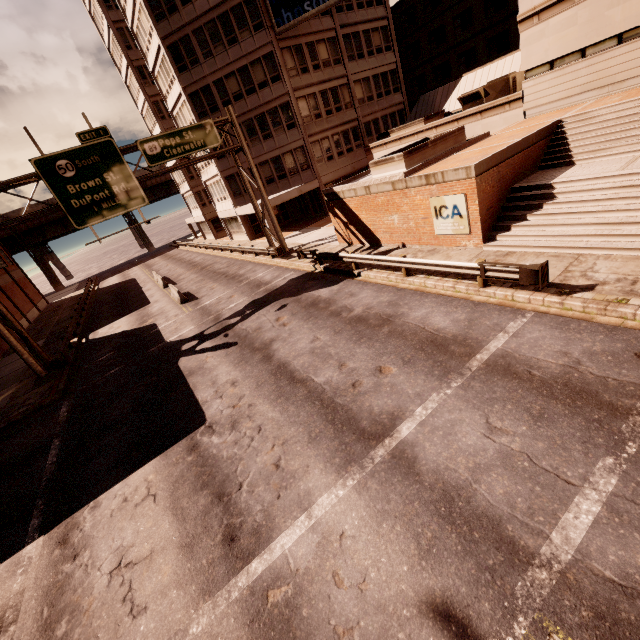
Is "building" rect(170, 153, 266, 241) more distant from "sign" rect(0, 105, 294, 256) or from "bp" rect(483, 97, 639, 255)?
"bp" rect(483, 97, 639, 255)

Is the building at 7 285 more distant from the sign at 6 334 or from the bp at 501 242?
the bp at 501 242

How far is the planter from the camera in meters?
16.0

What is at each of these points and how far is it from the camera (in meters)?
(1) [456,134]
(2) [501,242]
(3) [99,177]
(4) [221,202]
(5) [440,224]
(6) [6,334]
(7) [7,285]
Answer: (1) planter, 17.38
(2) bp, 13.16
(3) sign, 17.86
(4) building, 37.88
(5) sign, 14.70
(6) sign, 17.06
(7) building, 39.12

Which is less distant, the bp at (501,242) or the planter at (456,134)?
the bp at (501,242)

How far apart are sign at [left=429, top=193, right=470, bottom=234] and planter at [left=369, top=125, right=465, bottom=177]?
2.6m

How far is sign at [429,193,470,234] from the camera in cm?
1342

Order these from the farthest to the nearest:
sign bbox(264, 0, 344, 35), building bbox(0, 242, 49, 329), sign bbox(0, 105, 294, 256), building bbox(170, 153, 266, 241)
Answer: building bbox(0, 242, 49, 329) → building bbox(170, 153, 266, 241) → sign bbox(264, 0, 344, 35) → sign bbox(0, 105, 294, 256)
